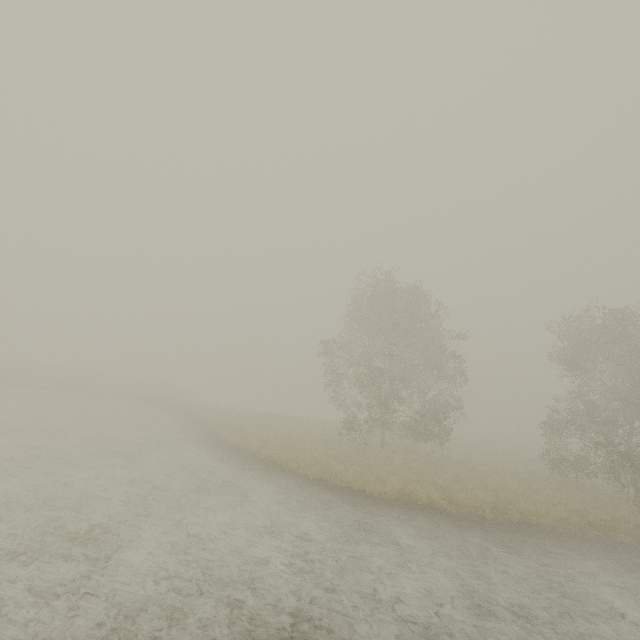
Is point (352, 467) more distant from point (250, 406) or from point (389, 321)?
point (250, 406)
